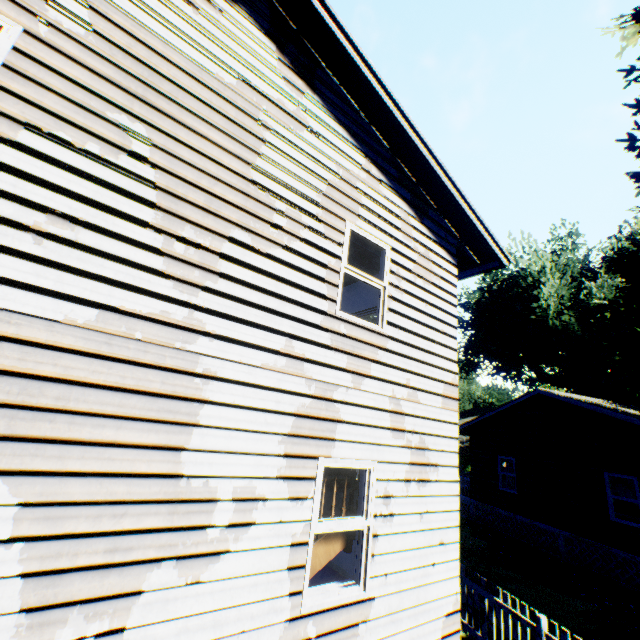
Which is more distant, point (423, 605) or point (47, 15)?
point (423, 605)

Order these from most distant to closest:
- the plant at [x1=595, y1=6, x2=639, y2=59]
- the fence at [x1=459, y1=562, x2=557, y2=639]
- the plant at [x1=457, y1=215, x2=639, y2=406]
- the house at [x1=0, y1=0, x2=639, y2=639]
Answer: the plant at [x1=457, y1=215, x2=639, y2=406] < the plant at [x1=595, y1=6, x2=639, y2=59] < the fence at [x1=459, y1=562, x2=557, y2=639] < the house at [x1=0, y1=0, x2=639, y2=639]

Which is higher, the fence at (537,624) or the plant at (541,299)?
the plant at (541,299)

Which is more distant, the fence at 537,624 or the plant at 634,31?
the plant at 634,31

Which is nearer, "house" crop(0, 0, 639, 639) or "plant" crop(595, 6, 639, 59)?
"house" crop(0, 0, 639, 639)

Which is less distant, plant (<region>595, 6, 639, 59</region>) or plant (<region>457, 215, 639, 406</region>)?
plant (<region>595, 6, 639, 59</region>)

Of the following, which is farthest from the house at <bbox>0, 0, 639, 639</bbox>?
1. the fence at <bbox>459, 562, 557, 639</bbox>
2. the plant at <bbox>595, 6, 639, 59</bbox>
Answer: the fence at <bbox>459, 562, 557, 639</bbox>
